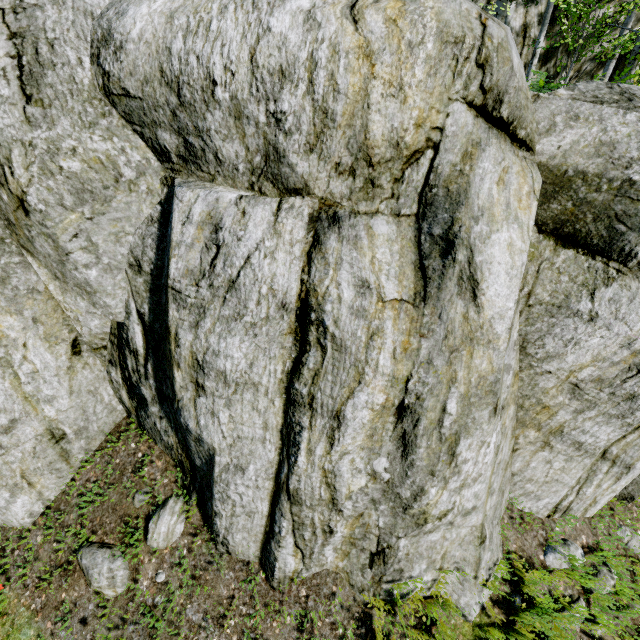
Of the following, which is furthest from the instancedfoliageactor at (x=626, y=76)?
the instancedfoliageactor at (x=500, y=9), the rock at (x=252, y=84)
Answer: the instancedfoliageactor at (x=500, y=9)

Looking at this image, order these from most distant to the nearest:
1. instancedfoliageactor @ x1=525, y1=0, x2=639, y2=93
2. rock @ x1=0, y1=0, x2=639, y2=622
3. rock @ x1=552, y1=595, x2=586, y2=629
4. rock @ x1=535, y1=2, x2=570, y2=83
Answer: rock @ x1=535, y1=2, x2=570, y2=83, instancedfoliageactor @ x1=525, y1=0, x2=639, y2=93, rock @ x1=552, y1=595, x2=586, y2=629, rock @ x1=0, y1=0, x2=639, y2=622

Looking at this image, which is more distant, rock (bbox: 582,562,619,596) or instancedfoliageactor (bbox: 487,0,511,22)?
instancedfoliageactor (bbox: 487,0,511,22)

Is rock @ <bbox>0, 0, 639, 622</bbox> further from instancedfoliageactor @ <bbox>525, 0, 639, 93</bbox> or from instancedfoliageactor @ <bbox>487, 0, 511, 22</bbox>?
instancedfoliageactor @ <bbox>487, 0, 511, 22</bbox>

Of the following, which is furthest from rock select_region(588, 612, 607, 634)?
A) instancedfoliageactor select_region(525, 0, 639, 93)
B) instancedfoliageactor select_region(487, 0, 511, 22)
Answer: instancedfoliageactor select_region(487, 0, 511, 22)

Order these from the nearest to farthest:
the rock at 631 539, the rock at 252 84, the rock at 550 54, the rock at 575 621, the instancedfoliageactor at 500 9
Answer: the rock at 252 84 < the rock at 575 621 < the rock at 631 539 < the instancedfoliageactor at 500 9 < the rock at 550 54

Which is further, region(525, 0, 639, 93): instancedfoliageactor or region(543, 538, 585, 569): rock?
region(525, 0, 639, 93): instancedfoliageactor

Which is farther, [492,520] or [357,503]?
[492,520]
